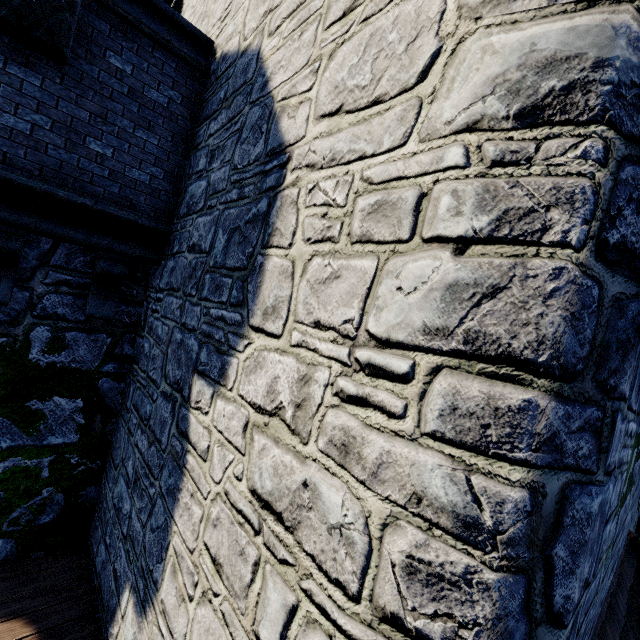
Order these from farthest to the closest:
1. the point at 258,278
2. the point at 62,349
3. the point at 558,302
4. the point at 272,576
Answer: the point at 62,349 < the point at 258,278 < the point at 272,576 < the point at 558,302

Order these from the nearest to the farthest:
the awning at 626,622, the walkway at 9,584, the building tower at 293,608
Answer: the building tower at 293,608 → the awning at 626,622 → the walkway at 9,584

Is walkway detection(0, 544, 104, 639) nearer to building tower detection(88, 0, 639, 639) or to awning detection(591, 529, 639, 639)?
building tower detection(88, 0, 639, 639)

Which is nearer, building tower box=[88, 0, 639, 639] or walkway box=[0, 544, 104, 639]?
building tower box=[88, 0, 639, 639]

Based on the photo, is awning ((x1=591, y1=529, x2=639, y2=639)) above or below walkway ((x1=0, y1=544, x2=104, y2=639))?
above

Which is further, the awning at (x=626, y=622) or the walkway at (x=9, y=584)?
the walkway at (x=9, y=584)

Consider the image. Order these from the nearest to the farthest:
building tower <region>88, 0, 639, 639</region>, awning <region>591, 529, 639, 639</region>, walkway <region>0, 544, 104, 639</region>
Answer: building tower <region>88, 0, 639, 639</region>, awning <region>591, 529, 639, 639</region>, walkway <region>0, 544, 104, 639</region>
